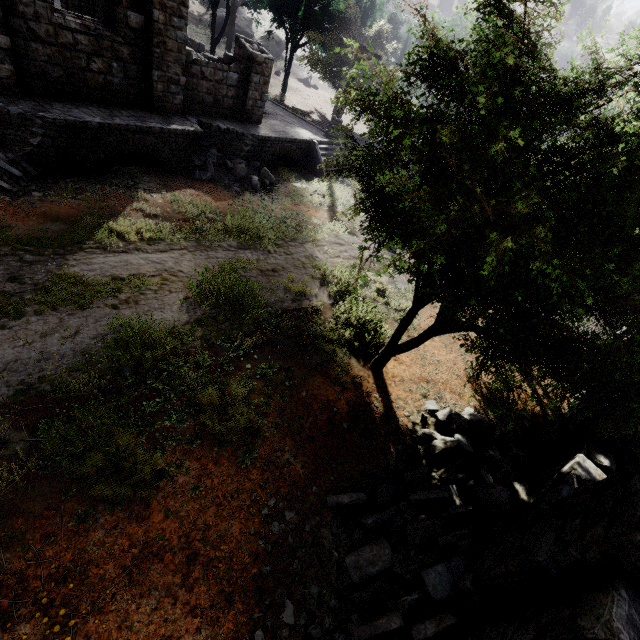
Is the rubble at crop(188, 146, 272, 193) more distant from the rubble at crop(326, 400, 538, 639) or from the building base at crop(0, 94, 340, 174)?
the rubble at crop(326, 400, 538, 639)

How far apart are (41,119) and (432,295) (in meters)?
11.29

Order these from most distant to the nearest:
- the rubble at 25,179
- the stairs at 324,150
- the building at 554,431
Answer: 1. the stairs at 324,150
2. the rubble at 25,179
3. the building at 554,431

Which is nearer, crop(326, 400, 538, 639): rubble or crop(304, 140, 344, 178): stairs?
crop(326, 400, 538, 639): rubble

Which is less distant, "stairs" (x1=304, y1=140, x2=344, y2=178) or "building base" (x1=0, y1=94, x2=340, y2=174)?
"building base" (x1=0, y1=94, x2=340, y2=174)

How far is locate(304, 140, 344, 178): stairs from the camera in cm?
1805

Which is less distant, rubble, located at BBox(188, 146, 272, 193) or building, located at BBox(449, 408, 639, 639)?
building, located at BBox(449, 408, 639, 639)

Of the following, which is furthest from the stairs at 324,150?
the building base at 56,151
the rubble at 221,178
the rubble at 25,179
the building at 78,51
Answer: the rubble at 25,179
